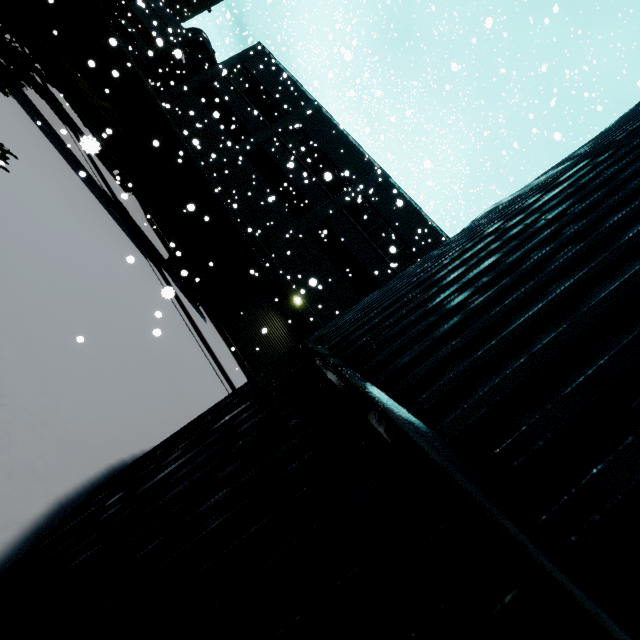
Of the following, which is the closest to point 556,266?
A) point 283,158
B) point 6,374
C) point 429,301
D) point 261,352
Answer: point 429,301

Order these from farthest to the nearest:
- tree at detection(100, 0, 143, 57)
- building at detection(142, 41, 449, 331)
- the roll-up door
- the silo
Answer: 1. building at detection(142, 41, 449, 331)
2. the roll-up door
3. tree at detection(100, 0, 143, 57)
4. the silo

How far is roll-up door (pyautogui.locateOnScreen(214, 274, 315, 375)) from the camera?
19.5 meters

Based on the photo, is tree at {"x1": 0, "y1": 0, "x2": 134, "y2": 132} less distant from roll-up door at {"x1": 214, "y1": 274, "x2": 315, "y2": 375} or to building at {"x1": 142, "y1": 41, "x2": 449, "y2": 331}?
building at {"x1": 142, "y1": 41, "x2": 449, "y2": 331}

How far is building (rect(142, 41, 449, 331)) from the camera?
20.34m

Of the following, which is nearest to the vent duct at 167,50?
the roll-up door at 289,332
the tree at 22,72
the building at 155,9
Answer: the building at 155,9

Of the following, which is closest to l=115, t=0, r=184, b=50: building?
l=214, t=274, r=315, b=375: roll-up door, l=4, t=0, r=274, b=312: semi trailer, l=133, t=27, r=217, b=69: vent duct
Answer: l=214, t=274, r=315, b=375: roll-up door

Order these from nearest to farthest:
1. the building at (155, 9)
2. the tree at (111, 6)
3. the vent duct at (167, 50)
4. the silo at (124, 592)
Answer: the silo at (124, 592) < the tree at (111, 6) < the vent duct at (167, 50) < the building at (155, 9)
